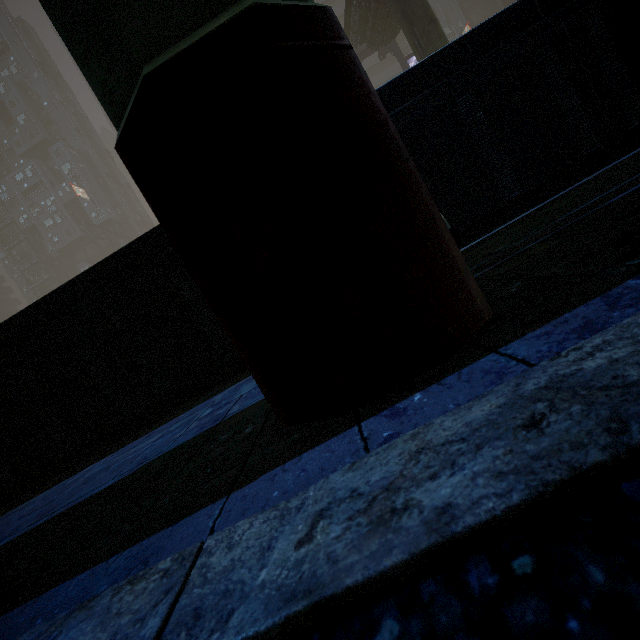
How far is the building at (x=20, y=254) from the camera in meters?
58.7 m

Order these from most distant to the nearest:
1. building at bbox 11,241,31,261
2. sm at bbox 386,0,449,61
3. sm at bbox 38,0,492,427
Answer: building at bbox 11,241,31,261, sm at bbox 386,0,449,61, sm at bbox 38,0,492,427

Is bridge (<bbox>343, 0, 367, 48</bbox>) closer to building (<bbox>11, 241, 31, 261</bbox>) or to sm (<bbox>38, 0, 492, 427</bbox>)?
building (<bbox>11, 241, 31, 261</bbox>)

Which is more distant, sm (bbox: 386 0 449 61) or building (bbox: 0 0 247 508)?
sm (bbox: 386 0 449 61)

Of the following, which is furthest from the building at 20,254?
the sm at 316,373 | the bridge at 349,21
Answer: the sm at 316,373

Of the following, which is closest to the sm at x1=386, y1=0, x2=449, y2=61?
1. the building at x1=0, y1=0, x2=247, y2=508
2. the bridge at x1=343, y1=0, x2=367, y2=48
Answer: the building at x1=0, y1=0, x2=247, y2=508

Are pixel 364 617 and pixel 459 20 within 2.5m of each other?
no

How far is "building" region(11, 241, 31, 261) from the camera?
58.7 meters
